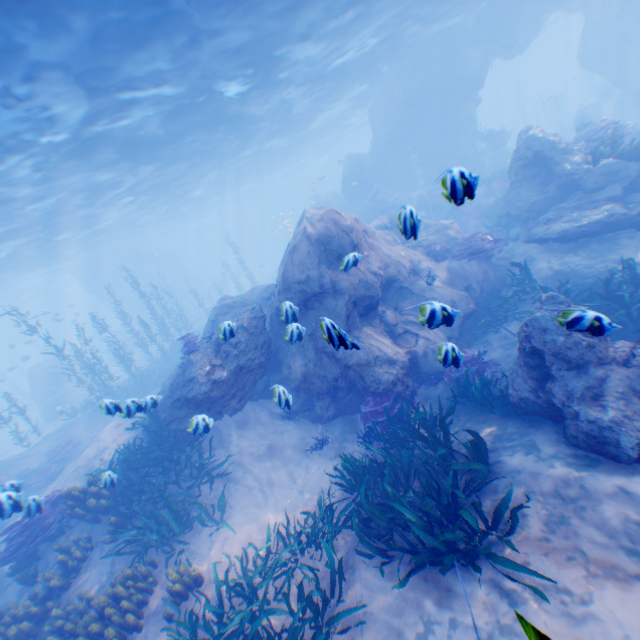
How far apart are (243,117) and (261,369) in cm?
1868

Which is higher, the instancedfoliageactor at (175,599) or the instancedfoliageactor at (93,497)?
the instancedfoliageactor at (93,497)

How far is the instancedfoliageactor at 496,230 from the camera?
11.7 meters

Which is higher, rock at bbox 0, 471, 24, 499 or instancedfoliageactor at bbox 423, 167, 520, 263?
rock at bbox 0, 471, 24, 499

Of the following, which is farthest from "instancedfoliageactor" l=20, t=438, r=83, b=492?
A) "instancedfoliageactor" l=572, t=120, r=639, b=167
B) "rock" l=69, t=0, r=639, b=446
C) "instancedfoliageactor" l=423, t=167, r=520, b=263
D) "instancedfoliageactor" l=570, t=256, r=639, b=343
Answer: "instancedfoliageactor" l=423, t=167, r=520, b=263

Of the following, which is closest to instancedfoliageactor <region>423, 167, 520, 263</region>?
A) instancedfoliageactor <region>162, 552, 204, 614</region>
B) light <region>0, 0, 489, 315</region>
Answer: light <region>0, 0, 489, 315</region>

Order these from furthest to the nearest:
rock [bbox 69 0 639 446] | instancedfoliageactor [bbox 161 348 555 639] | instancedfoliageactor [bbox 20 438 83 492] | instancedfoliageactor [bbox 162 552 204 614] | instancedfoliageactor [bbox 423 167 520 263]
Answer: instancedfoliageactor [bbox 20 438 83 492] → instancedfoliageactor [bbox 423 167 520 263] → rock [bbox 69 0 639 446] → instancedfoliageactor [bbox 162 552 204 614] → instancedfoliageactor [bbox 161 348 555 639]

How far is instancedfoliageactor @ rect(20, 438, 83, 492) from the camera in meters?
14.5 m
